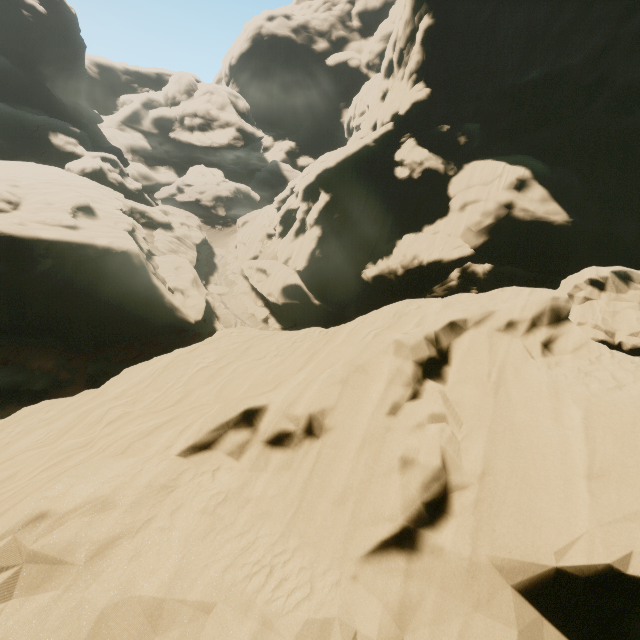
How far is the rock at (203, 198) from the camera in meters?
59.4 m

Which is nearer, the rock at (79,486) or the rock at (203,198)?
the rock at (79,486)

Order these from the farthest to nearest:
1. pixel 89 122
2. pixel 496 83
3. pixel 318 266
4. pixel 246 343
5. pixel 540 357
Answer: pixel 89 122 → pixel 318 266 → pixel 496 83 → pixel 246 343 → pixel 540 357

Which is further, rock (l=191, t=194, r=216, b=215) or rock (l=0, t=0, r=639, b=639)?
rock (l=191, t=194, r=216, b=215)

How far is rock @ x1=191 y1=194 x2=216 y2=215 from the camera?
59.4m
